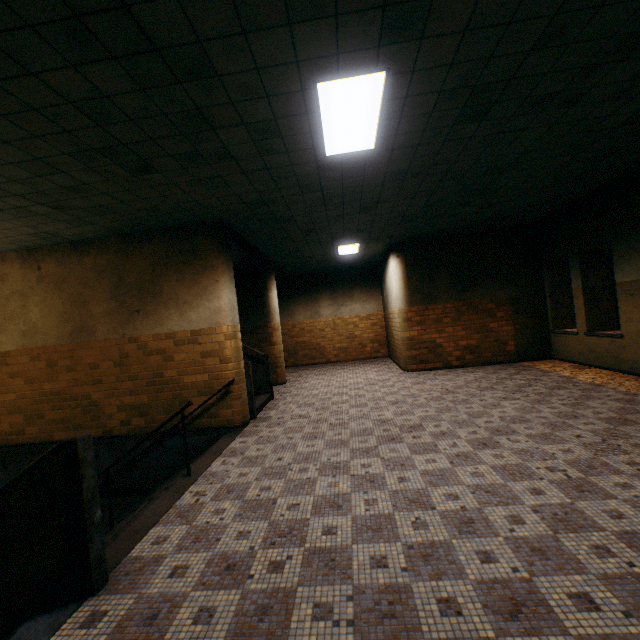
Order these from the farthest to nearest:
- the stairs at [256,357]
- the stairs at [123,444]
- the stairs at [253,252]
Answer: Answer: the stairs at [253,252], the stairs at [256,357], the stairs at [123,444]

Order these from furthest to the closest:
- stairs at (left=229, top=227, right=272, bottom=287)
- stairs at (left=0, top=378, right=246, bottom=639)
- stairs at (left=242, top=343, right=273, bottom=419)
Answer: stairs at (left=229, top=227, right=272, bottom=287) < stairs at (left=242, top=343, right=273, bottom=419) < stairs at (left=0, top=378, right=246, bottom=639)

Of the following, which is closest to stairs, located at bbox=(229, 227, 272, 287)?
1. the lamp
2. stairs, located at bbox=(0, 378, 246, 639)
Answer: stairs, located at bbox=(0, 378, 246, 639)

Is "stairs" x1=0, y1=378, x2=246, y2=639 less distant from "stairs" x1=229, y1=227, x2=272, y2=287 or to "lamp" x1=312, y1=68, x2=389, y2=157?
"stairs" x1=229, y1=227, x2=272, y2=287

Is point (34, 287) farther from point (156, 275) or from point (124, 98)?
point (124, 98)

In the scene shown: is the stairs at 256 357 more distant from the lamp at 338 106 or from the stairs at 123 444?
the lamp at 338 106
